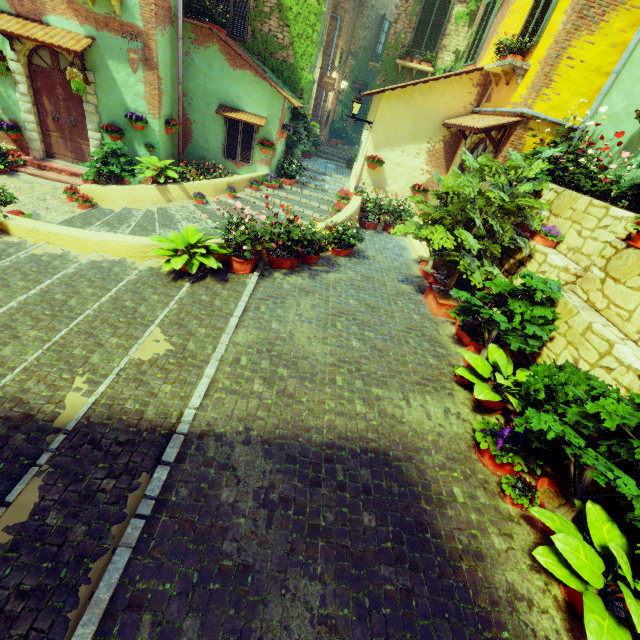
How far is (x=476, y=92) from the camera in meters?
9.1 m

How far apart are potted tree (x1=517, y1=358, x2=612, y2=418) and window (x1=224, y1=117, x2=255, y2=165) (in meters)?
10.34

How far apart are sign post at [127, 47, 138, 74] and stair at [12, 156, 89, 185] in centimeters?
257cm

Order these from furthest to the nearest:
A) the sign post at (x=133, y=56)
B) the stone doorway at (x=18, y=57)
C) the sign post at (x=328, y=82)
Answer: the sign post at (x=328, y=82) < the stone doorway at (x=18, y=57) < the sign post at (x=133, y=56)

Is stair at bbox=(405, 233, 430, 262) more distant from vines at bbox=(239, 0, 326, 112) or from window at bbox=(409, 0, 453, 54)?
window at bbox=(409, 0, 453, 54)

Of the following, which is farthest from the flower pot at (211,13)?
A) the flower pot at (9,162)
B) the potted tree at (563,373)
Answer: the potted tree at (563,373)

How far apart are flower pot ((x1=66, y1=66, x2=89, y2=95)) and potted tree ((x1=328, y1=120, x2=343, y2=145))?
12.07m

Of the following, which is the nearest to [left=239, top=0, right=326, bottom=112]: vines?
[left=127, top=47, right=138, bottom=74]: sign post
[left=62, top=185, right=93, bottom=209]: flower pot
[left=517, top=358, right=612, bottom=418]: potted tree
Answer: [left=127, top=47, right=138, bottom=74]: sign post
